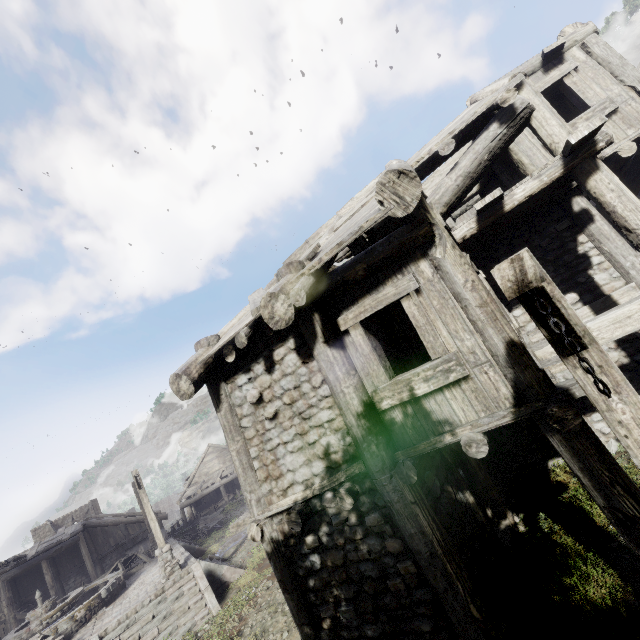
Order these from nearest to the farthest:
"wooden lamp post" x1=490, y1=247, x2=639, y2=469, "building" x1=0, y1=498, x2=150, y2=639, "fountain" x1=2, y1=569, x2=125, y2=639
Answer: "wooden lamp post" x1=490, y1=247, x2=639, y2=469
"fountain" x1=2, y1=569, x2=125, y2=639
"building" x1=0, y1=498, x2=150, y2=639

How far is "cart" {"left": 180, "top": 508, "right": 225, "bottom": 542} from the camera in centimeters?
2442cm

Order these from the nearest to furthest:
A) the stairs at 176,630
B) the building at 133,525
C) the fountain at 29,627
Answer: the stairs at 176,630 → the fountain at 29,627 → the building at 133,525

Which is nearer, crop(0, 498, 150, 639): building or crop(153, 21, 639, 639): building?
crop(153, 21, 639, 639): building

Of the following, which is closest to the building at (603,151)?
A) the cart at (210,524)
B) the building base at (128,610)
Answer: the cart at (210,524)

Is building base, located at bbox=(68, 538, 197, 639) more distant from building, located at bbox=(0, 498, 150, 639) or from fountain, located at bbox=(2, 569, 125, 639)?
building, located at bbox=(0, 498, 150, 639)

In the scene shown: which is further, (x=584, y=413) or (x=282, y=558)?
(x=584, y=413)

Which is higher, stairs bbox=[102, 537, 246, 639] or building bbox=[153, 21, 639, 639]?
building bbox=[153, 21, 639, 639]
